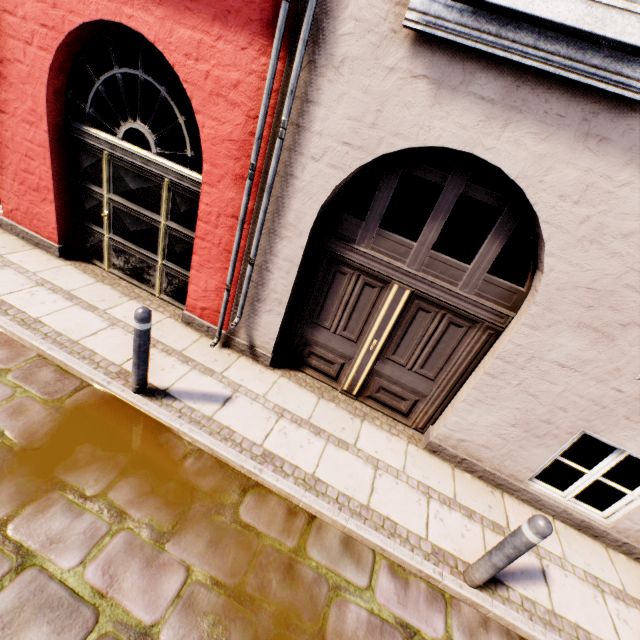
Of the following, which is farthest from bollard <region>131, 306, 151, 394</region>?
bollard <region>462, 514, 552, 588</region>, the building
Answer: bollard <region>462, 514, 552, 588</region>

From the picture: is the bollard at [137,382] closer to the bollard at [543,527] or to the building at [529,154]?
the building at [529,154]

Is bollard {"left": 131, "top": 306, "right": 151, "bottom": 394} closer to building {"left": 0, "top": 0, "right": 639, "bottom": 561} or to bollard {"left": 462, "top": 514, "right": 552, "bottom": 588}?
building {"left": 0, "top": 0, "right": 639, "bottom": 561}

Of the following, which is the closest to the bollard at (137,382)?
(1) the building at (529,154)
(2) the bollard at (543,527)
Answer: (1) the building at (529,154)

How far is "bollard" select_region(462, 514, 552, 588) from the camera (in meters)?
2.57

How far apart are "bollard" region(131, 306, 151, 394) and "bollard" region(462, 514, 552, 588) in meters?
3.8 m

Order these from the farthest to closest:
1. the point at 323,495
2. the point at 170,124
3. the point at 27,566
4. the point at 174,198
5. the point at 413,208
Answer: the point at 170,124, the point at 413,208, the point at 174,198, the point at 323,495, the point at 27,566
